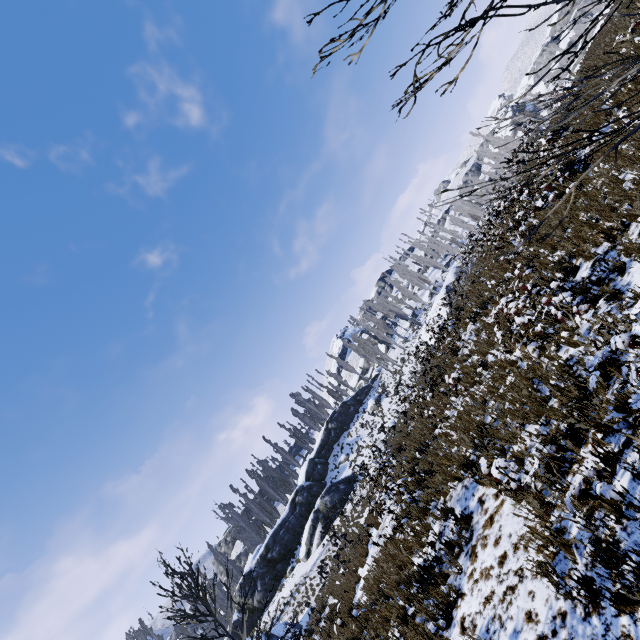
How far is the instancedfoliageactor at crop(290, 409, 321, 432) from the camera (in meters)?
56.17

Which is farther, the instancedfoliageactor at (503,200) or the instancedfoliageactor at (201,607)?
the instancedfoliageactor at (201,607)

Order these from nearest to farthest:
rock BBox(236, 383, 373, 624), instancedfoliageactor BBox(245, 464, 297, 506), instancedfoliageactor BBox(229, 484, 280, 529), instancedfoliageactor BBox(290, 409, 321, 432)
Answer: rock BBox(236, 383, 373, 624) < instancedfoliageactor BBox(229, 484, 280, 529) < instancedfoliageactor BBox(245, 464, 297, 506) < instancedfoliageactor BBox(290, 409, 321, 432)

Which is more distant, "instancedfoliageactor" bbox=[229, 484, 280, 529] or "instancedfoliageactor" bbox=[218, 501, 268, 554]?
"instancedfoliageactor" bbox=[218, 501, 268, 554]

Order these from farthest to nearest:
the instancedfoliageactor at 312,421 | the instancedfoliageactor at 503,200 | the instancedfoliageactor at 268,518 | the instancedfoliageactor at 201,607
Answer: the instancedfoliageactor at 312,421 → the instancedfoliageactor at 268,518 → the instancedfoliageactor at 201,607 → the instancedfoliageactor at 503,200

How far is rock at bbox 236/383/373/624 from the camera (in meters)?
29.83

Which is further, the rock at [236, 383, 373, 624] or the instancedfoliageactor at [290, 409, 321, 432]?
the instancedfoliageactor at [290, 409, 321, 432]

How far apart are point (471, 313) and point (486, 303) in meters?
1.0 m
